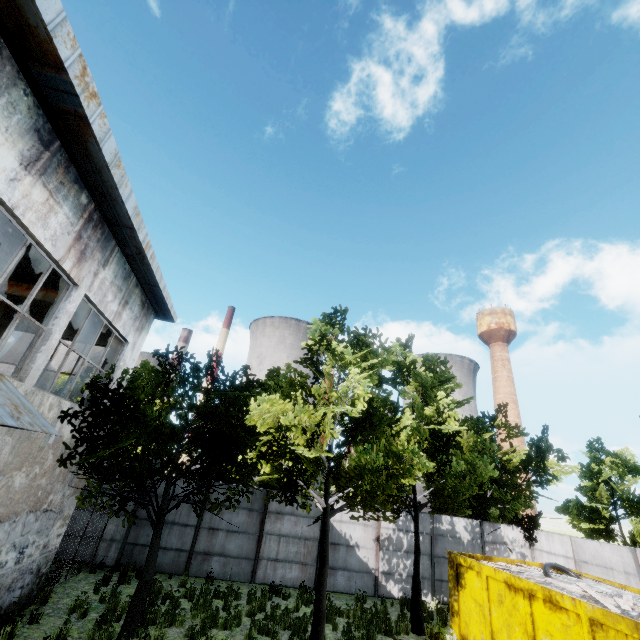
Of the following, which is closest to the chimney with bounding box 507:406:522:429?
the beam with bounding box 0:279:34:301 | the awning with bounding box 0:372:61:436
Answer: the beam with bounding box 0:279:34:301

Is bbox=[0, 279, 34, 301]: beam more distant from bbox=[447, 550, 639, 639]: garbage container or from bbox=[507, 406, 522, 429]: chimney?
bbox=[507, 406, 522, 429]: chimney

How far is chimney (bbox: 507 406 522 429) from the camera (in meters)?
58.50

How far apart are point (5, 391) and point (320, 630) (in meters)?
9.43

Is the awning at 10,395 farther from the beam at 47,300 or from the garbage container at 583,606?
the garbage container at 583,606

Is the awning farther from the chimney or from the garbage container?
the chimney
